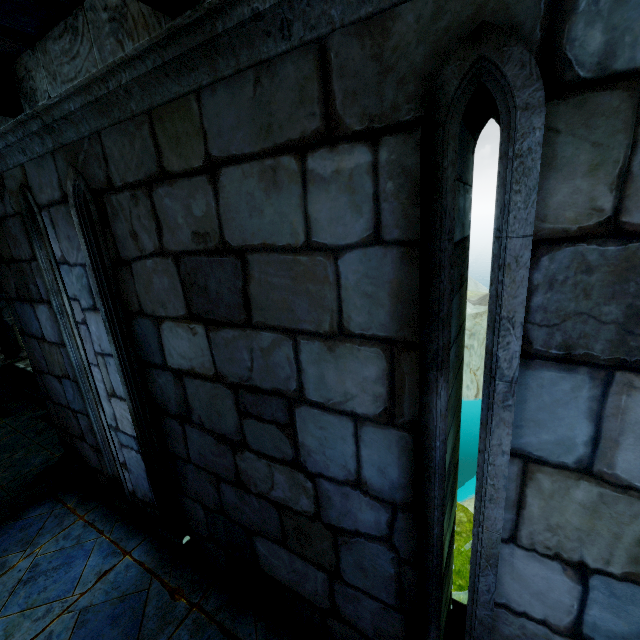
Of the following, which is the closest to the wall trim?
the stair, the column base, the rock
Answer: the column base

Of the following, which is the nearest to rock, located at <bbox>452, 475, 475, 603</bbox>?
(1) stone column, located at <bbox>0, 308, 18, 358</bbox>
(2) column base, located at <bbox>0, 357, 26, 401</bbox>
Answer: (1) stone column, located at <bbox>0, 308, 18, 358</bbox>

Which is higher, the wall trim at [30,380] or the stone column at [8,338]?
the stone column at [8,338]

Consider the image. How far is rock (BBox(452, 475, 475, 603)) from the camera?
7.2m

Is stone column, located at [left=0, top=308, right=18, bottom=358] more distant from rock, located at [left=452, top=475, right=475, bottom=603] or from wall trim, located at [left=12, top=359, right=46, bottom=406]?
rock, located at [left=452, top=475, right=475, bottom=603]

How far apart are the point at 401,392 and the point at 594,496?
0.8 meters

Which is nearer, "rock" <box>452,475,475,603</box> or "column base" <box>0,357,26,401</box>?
"rock" <box>452,475,475,603</box>

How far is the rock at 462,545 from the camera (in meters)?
7.20
